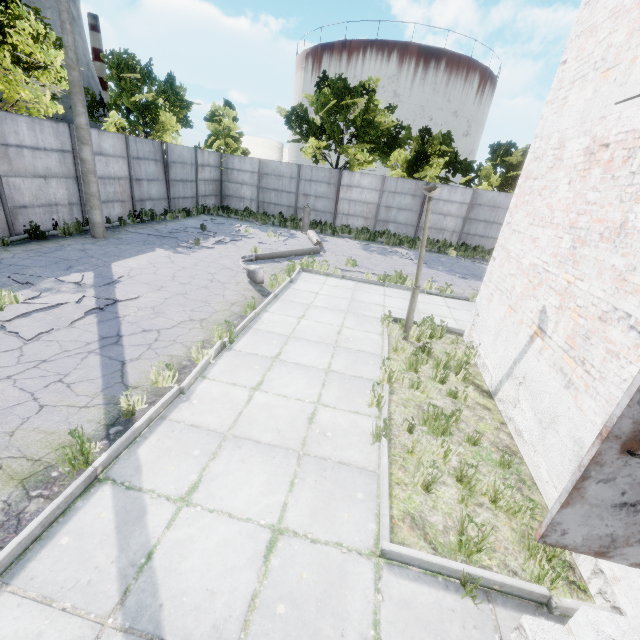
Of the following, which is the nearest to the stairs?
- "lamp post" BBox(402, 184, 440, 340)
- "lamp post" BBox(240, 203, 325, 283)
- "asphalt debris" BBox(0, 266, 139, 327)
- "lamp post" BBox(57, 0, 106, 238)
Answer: "lamp post" BBox(402, 184, 440, 340)

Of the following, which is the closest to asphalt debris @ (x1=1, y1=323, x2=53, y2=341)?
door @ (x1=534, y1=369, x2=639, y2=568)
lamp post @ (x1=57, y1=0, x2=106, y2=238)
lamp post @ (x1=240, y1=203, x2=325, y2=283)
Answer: lamp post @ (x1=240, y1=203, x2=325, y2=283)

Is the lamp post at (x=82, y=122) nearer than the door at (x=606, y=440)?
No

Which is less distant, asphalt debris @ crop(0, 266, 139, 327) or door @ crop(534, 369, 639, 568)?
door @ crop(534, 369, 639, 568)

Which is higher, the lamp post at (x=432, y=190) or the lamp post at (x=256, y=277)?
the lamp post at (x=432, y=190)

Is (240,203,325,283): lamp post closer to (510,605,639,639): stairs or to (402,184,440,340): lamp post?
(402,184,440,340): lamp post

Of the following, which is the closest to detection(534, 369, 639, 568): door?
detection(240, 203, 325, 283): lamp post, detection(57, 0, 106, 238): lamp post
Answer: detection(240, 203, 325, 283): lamp post

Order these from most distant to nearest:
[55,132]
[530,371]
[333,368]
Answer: [55,132] → [333,368] → [530,371]
